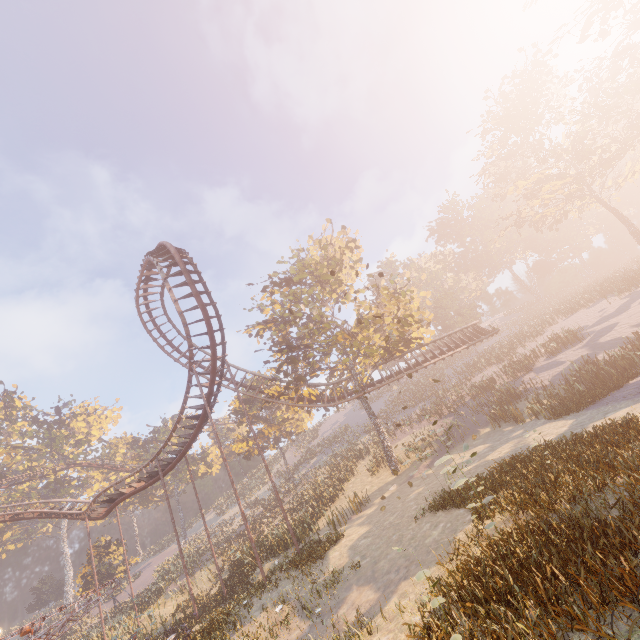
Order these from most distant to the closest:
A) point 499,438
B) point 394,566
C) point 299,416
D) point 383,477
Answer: point 299,416, point 383,477, point 499,438, point 394,566

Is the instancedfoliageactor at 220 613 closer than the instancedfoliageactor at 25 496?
Yes

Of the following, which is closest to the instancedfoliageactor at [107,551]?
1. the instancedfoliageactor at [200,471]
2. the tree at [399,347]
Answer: the instancedfoliageactor at [200,471]

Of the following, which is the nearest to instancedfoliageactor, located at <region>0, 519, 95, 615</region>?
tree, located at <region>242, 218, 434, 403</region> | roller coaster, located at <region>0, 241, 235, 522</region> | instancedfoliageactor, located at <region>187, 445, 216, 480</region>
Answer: roller coaster, located at <region>0, 241, 235, 522</region>

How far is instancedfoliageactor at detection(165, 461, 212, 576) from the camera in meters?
33.2

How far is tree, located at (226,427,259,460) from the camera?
40.4m
